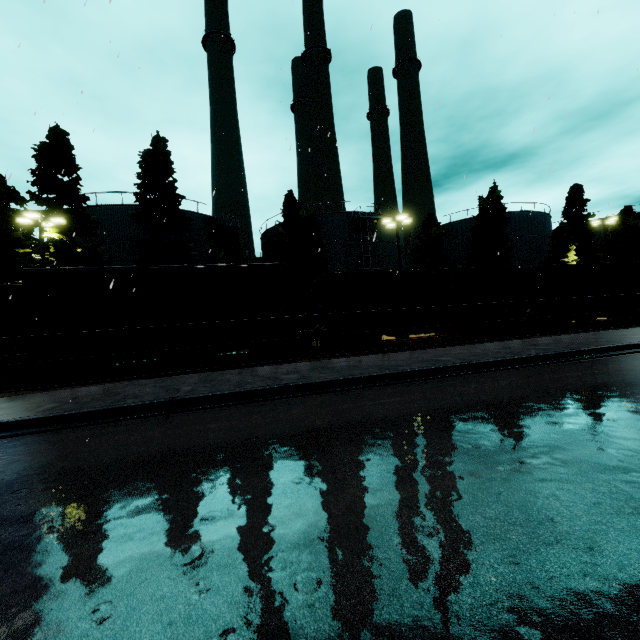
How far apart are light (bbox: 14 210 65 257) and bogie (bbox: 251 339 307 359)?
15.0m

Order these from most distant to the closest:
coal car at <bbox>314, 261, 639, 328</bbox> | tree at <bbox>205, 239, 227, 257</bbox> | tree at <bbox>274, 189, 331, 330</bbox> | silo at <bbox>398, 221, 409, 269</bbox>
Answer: silo at <bbox>398, 221, 409, 269</bbox> → tree at <bbox>274, 189, 331, 330</bbox> → tree at <bbox>205, 239, 227, 257</bbox> → coal car at <bbox>314, 261, 639, 328</bbox>

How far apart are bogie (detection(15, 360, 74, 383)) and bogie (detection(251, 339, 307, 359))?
6.62m

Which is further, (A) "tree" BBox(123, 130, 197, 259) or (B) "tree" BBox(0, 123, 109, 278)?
(A) "tree" BBox(123, 130, 197, 259)

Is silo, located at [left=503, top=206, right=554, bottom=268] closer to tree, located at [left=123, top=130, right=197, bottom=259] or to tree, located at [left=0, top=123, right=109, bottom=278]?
tree, located at [left=0, top=123, right=109, bottom=278]

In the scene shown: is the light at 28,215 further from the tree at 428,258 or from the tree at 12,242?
the tree at 12,242

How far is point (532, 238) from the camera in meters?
39.3 m

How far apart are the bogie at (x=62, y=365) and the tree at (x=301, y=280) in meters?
17.5 m
